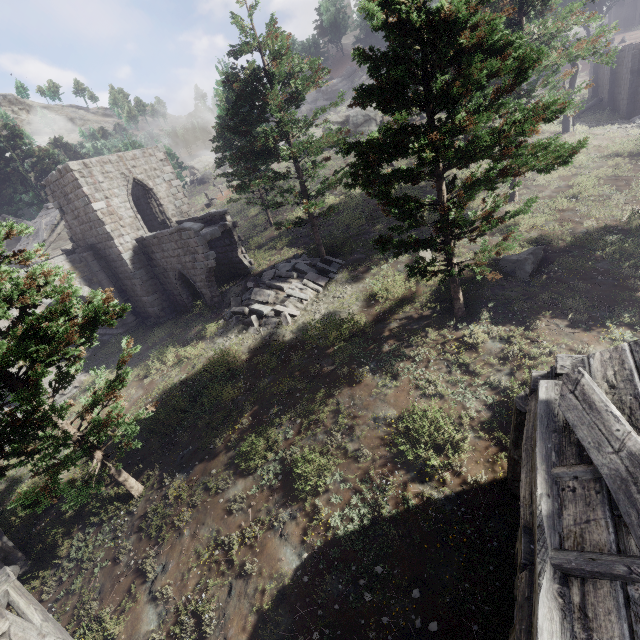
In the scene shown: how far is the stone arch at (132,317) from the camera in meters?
21.1 m

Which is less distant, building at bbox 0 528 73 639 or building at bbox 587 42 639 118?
building at bbox 0 528 73 639

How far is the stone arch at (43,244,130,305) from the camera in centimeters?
1888cm

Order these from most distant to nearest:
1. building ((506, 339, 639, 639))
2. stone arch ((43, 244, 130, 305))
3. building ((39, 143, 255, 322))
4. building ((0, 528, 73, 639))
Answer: stone arch ((43, 244, 130, 305)) → building ((39, 143, 255, 322)) → building ((0, 528, 73, 639)) → building ((506, 339, 639, 639))

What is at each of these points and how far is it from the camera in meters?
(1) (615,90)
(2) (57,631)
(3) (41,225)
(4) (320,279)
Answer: (1) building, 26.2
(2) building, 7.2
(3) wooden plank rubble, 25.3
(4) rubble, 16.2

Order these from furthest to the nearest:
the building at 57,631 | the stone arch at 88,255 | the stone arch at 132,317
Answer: the stone arch at 132,317 → the stone arch at 88,255 → the building at 57,631

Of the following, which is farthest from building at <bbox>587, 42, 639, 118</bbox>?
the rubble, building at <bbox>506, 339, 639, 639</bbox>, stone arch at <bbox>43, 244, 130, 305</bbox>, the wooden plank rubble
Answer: the wooden plank rubble

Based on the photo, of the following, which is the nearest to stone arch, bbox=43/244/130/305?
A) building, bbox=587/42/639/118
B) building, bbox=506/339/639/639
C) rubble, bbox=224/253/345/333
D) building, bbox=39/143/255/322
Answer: building, bbox=39/143/255/322
